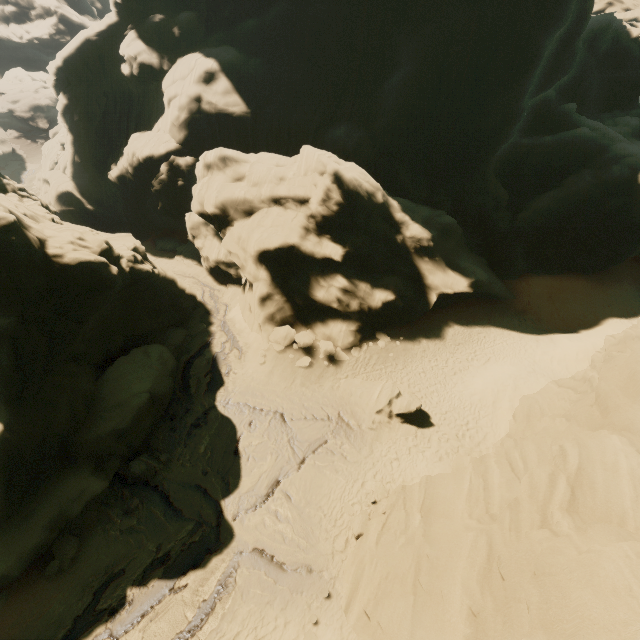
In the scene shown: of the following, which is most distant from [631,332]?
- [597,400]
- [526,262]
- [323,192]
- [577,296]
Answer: [323,192]

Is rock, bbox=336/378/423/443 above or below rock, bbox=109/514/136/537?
above

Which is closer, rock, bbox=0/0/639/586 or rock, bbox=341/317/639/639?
rock, bbox=341/317/639/639

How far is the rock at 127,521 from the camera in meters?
12.9

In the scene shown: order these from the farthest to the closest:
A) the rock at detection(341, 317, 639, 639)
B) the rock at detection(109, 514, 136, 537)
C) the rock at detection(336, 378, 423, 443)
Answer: the rock at detection(336, 378, 423, 443) < the rock at detection(109, 514, 136, 537) < the rock at detection(341, 317, 639, 639)

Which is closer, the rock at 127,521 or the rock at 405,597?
the rock at 405,597

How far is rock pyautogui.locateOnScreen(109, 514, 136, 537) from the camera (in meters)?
12.87
